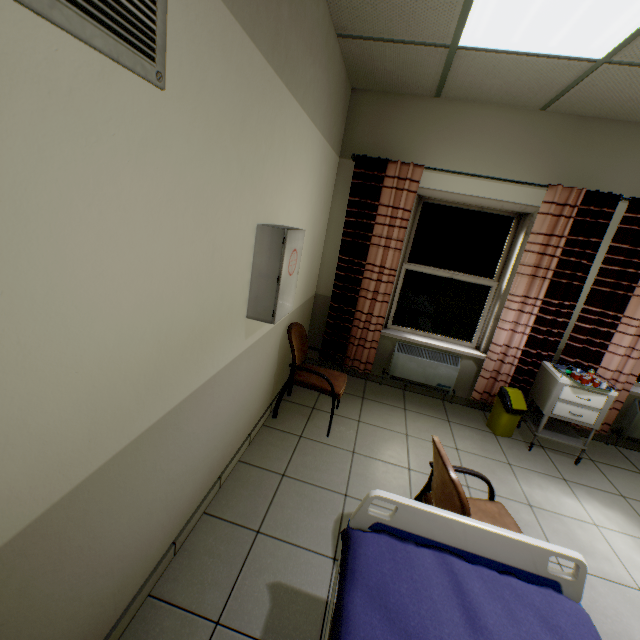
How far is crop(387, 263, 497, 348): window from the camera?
3.8 meters

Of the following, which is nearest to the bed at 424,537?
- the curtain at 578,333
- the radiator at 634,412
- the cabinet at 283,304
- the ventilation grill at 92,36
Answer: the cabinet at 283,304

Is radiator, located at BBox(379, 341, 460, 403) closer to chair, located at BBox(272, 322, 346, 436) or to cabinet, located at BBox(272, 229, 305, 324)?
chair, located at BBox(272, 322, 346, 436)

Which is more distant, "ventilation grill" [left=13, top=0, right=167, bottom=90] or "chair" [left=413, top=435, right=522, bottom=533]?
"chair" [left=413, top=435, right=522, bottom=533]

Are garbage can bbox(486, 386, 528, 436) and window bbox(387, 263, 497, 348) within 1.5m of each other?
yes

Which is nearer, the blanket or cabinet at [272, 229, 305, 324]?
the blanket

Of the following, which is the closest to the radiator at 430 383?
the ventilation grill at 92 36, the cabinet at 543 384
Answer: the cabinet at 543 384

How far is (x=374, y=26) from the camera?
2.3m
